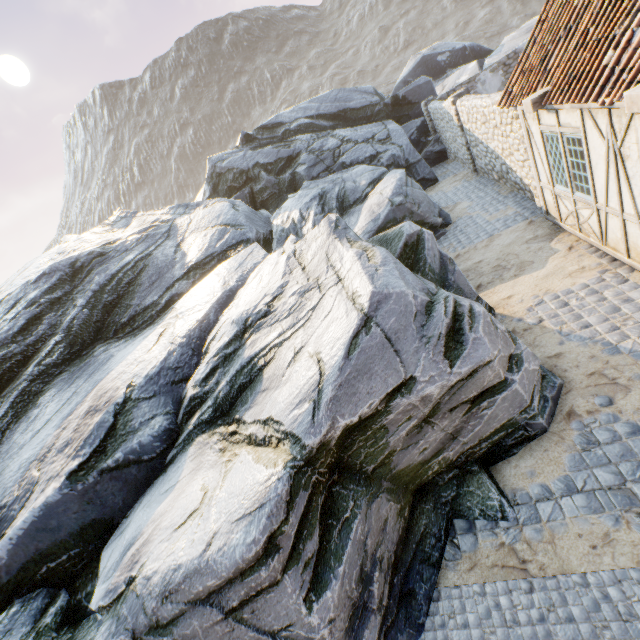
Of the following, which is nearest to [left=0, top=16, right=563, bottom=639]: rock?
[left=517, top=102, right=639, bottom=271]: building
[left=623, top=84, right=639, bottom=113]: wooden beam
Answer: [left=517, top=102, right=639, bottom=271]: building

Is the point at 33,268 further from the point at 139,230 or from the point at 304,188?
the point at 304,188

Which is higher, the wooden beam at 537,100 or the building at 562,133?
the wooden beam at 537,100

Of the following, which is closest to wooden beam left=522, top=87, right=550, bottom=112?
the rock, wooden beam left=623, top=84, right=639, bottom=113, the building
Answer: the building

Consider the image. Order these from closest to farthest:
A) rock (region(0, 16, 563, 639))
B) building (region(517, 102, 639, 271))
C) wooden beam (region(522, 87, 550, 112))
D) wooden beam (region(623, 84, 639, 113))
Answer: rock (region(0, 16, 563, 639)) → wooden beam (region(623, 84, 639, 113)) → building (region(517, 102, 639, 271)) → wooden beam (region(522, 87, 550, 112))

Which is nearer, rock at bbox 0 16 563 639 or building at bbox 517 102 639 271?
rock at bbox 0 16 563 639

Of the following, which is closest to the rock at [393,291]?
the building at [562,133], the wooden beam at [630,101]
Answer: the building at [562,133]

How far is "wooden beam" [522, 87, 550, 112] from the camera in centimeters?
612cm
